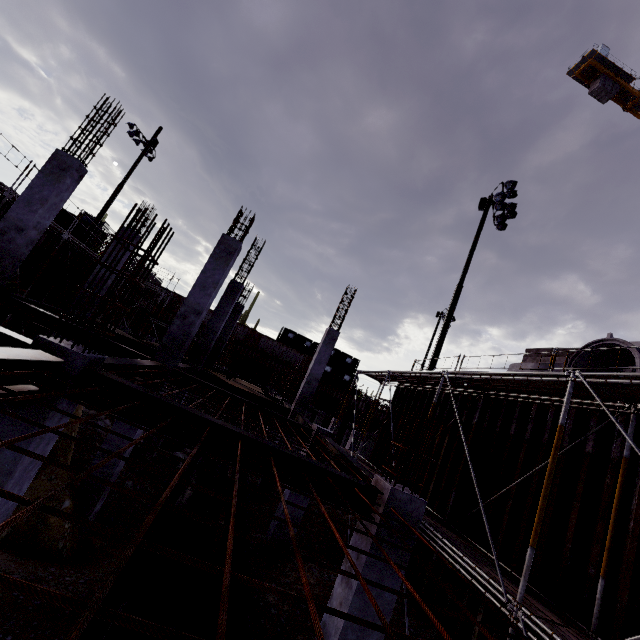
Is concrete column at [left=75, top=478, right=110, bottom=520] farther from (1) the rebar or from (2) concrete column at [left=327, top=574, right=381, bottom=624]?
(2) concrete column at [left=327, top=574, right=381, bottom=624]

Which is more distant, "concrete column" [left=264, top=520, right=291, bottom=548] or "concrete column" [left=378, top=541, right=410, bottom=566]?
"concrete column" [left=264, top=520, right=291, bottom=548]

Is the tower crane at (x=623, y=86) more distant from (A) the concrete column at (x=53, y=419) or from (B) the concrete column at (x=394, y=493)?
(A) the concrete column at (x=53, y=419)

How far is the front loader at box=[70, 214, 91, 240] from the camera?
25.53m

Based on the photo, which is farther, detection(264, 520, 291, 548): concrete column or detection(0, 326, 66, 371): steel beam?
detection(264, 520, 291, 548): concrete column

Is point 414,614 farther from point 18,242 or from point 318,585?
point 18,242

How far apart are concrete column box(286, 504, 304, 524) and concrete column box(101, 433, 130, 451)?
4.30m

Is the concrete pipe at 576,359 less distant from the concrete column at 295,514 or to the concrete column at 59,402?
the concrete column at 295,514
